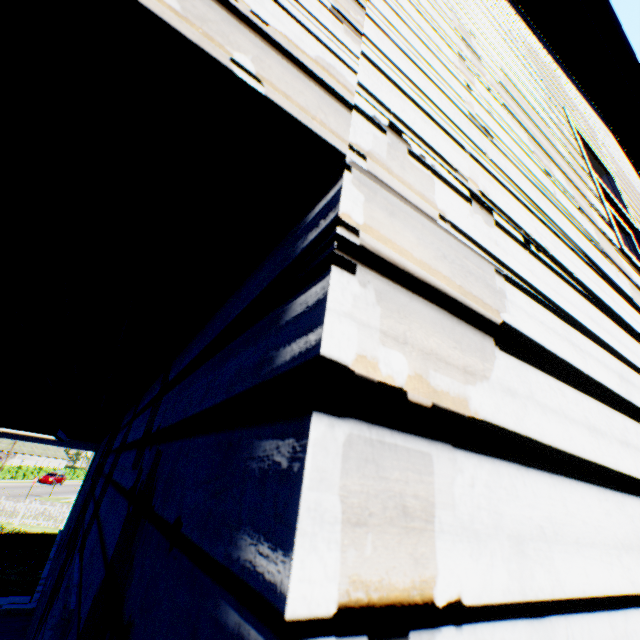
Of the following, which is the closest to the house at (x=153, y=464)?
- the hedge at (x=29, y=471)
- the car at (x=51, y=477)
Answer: the hedge at (x=29, y=471)

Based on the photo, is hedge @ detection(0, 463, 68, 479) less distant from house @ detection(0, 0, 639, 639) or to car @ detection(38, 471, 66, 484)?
car @ detection(38, 471, 66, 484)

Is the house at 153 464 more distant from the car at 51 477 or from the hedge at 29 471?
the car at 51 477

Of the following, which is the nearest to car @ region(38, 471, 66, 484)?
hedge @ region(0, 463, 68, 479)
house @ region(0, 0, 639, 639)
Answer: hedge @ region(0, 463, 68, 479)

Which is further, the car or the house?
the car

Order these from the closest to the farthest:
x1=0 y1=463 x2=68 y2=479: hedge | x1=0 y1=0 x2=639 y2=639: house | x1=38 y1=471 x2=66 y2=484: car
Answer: x1=0 y1=0 x2=639 y2=639: house < x1=0 y1=463 x2=68 y2=479: hedge < x1=38 y1=471 x2=66 y2=484: car

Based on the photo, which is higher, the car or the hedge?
the car

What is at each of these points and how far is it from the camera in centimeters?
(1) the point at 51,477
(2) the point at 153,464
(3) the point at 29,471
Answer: (1) car, 4722cm
(2) house, 119cm
(3) hedge, 4850cm
